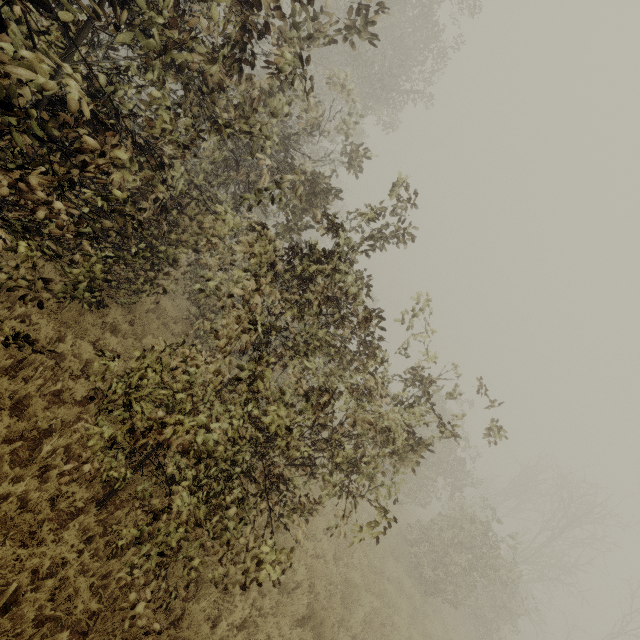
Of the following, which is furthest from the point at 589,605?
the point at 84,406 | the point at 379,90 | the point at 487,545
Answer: the point at 379,90
